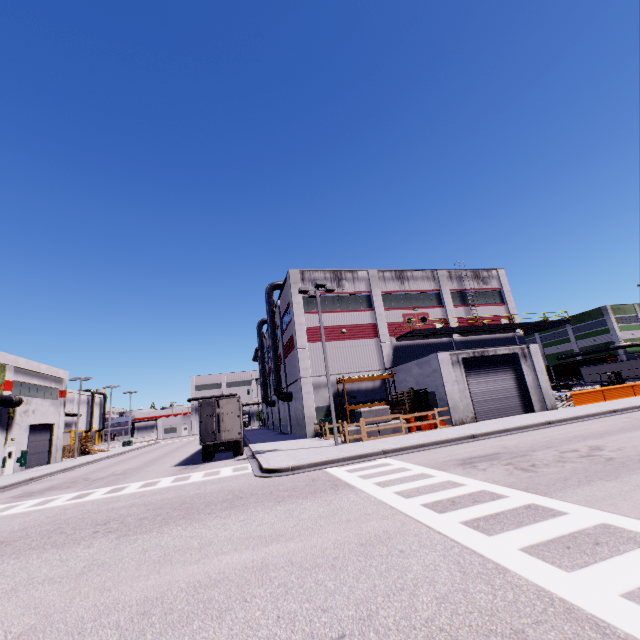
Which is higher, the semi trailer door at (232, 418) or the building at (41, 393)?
the building at (41, 393)

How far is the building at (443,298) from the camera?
23.1m

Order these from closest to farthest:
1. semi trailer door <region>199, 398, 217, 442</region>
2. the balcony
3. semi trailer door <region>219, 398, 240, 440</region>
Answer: semi trailer door <region>199, 398, 217, 442</region> → semi trailer door <region>219, 398, 240, 440</region> → the balcony

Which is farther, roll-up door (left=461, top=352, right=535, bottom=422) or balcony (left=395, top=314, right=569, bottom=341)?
balcony (left=395, top=314, right=569, bottom=341)

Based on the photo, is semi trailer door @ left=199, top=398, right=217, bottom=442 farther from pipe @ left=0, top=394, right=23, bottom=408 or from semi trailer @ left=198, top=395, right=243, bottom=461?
pipe @ left=0, top=394, right=23, bottom=408

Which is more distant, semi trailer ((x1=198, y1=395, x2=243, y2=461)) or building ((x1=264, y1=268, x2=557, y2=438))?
building ((x1=264, y1=268, x2=557, y2=438))

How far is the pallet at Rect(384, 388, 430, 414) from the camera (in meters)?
22.56

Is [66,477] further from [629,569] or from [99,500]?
[629,569]
